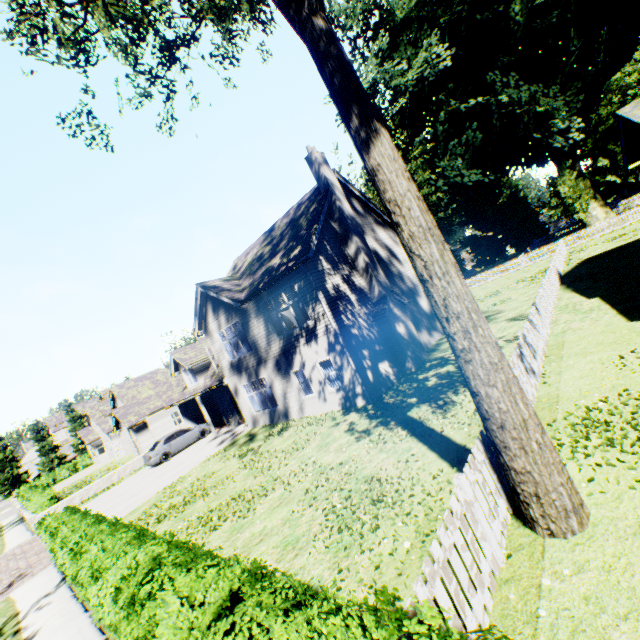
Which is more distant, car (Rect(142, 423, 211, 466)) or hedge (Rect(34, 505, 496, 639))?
car (Rect(142, 423, 211, 466))

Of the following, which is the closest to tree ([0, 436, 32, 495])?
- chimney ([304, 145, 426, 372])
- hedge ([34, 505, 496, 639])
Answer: hedge ([34, 505, 496, 639])

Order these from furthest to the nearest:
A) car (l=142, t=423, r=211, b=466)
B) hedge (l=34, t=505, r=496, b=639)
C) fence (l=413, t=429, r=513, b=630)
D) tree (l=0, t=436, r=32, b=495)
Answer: tree (l=0, t=436, r=32, b=495), car (l=142, t=423, r=211, b=466), fence (l=413, t=429, r=513, b=630), hedge (l=34, t=505, r=496, b=639)

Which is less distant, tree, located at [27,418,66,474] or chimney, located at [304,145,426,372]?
chimney, located at [304,145,426,372]

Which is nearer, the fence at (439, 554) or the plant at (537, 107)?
the fence at (439, 554)

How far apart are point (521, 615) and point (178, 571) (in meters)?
4.42

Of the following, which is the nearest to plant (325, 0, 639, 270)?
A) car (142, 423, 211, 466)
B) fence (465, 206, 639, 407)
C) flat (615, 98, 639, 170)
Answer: fence (465, 206, 639, 407)

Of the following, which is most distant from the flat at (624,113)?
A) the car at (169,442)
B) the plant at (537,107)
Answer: the car at (169,442)
